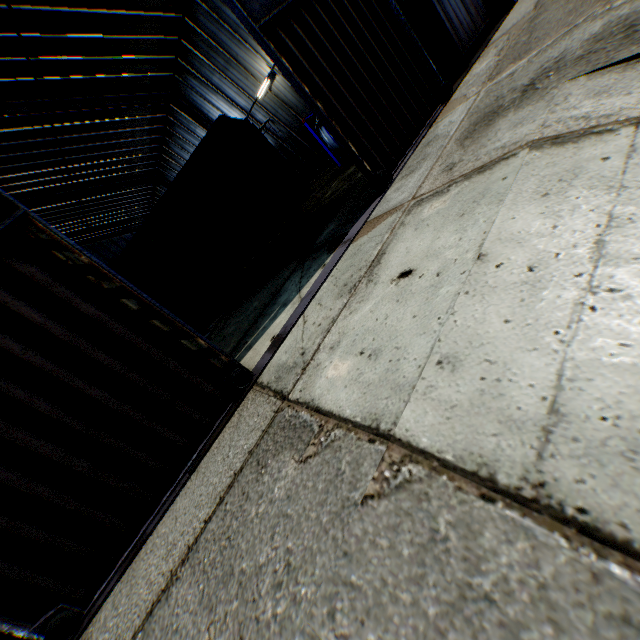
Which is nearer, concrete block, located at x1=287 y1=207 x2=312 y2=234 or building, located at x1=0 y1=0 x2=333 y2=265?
concrete block, located at x1=287 y1=207 x2=312 y2=234

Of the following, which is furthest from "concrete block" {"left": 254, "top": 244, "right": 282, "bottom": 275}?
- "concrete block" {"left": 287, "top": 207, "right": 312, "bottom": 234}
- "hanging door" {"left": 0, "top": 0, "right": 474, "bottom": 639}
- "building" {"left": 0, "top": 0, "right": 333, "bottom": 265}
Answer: "building" {"left": 0, "top": 0, "right": 333, "bottom": 265}

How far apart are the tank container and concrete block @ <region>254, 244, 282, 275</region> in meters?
7.2 m

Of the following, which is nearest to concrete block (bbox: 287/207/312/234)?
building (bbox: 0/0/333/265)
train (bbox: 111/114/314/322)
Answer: train (bbox: 111/114/314/322)

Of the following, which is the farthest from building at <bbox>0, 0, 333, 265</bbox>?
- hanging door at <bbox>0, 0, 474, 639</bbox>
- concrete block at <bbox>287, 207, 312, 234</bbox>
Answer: concrete block at <bbox>287, 207, 312, 234</bbox>

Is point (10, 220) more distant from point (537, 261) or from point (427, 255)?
point (537, 261)

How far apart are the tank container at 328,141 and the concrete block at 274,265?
7.2 meters

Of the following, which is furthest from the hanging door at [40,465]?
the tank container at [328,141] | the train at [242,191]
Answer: the train at [242,191]
